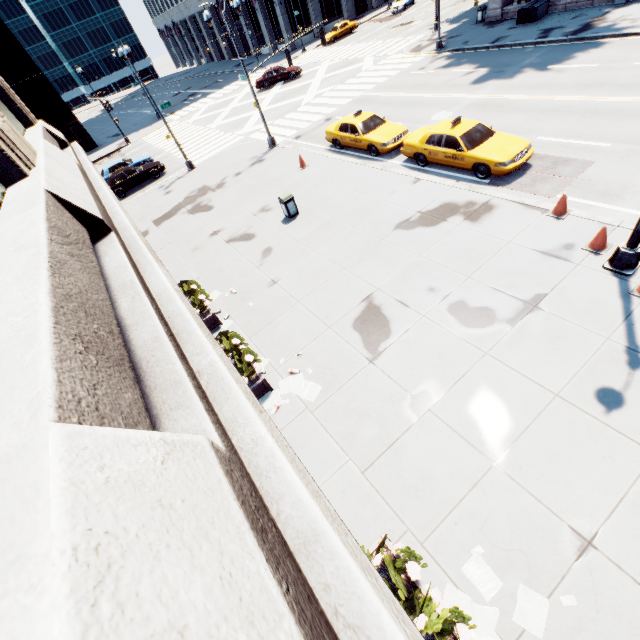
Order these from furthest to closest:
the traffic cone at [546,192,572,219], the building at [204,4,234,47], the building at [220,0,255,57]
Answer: the building at [204,4,234,47] < the building at [220,0,255,57] < the traffic cone at [546,192,572,219]

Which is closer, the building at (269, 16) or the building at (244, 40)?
the building at (269, 16)

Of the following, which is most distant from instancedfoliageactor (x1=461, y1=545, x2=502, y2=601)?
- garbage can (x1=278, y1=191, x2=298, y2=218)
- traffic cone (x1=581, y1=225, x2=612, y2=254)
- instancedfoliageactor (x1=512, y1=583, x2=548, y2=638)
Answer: garbage can (x1=278, y1=191, x2=298, y2=218)

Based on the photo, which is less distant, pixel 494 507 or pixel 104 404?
pixel 104 404

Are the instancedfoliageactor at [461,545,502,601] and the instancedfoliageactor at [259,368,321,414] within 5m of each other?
yes

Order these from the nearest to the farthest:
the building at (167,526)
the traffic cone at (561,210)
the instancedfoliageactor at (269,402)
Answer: the building at (167,526), the instancedfoliageactor at (269,402), the traffic cone at (561,210)

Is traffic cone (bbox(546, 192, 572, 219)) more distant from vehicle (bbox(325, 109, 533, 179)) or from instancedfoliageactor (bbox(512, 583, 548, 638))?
instancedfoliageactor (bbox(512, 583, 548, 638))

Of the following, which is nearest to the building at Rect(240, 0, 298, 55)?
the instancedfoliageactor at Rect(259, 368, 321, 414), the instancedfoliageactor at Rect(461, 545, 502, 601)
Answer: the instancedfoliageactor at Rect(259, 368, 321, 414)
